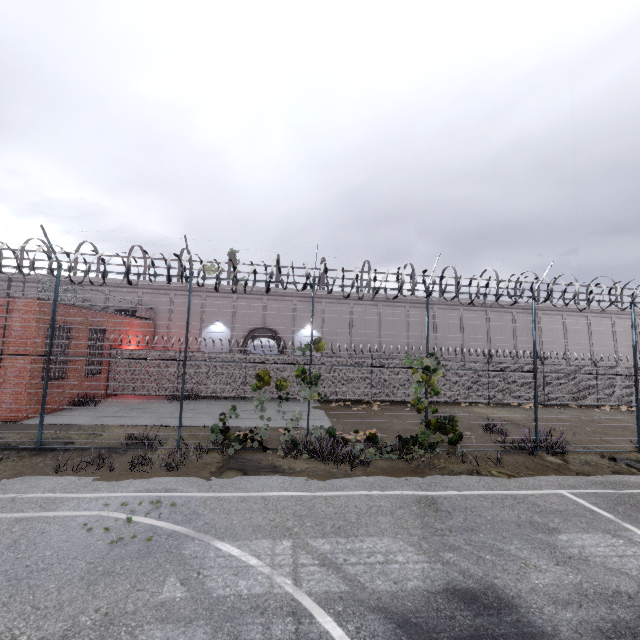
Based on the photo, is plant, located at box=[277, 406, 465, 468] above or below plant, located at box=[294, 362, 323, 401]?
below

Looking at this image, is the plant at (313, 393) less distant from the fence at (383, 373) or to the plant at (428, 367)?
the fence at (383, 373)

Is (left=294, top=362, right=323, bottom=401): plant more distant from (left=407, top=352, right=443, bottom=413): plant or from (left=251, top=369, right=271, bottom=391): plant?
(left=407, top=352, right=443, bottom=413): plant

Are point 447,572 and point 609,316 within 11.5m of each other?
no

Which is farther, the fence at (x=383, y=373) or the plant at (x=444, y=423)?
the fence at (x=383, y=373)

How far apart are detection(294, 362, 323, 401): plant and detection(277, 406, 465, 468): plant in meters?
2.0 m

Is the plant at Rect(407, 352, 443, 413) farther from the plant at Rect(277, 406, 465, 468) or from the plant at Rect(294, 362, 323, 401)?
the plant at Rect(294, 362, 323, 401)

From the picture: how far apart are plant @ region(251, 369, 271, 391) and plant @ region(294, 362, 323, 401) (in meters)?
0.77
